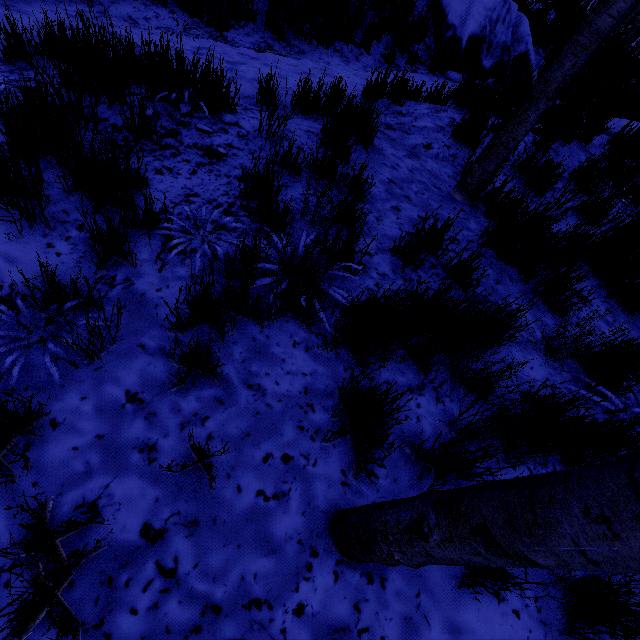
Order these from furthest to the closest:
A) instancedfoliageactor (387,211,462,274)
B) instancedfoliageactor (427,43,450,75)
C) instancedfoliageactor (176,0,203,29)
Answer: instancedfoliageactor (427,43,450,75)
instancedfoliageactor (176,0,203,29)
instancedfoliageactor (387,211,462,274)

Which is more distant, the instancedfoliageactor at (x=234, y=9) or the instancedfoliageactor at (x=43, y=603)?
the instancedfoliageactor at (x=234, y=9)

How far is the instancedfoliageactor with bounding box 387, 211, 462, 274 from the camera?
2.39m

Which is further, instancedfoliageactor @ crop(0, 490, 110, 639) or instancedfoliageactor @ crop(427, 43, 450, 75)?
instancedfoliageactor @ crop(427, 43, 450, 75)

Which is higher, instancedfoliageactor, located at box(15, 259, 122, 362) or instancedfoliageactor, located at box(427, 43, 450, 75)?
instancedfoliageactor, located at box(427, 43, 450, 75)

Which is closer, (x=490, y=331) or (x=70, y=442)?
(x=70, y=442)

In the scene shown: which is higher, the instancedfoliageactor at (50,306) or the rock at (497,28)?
the rock at (497,28)
